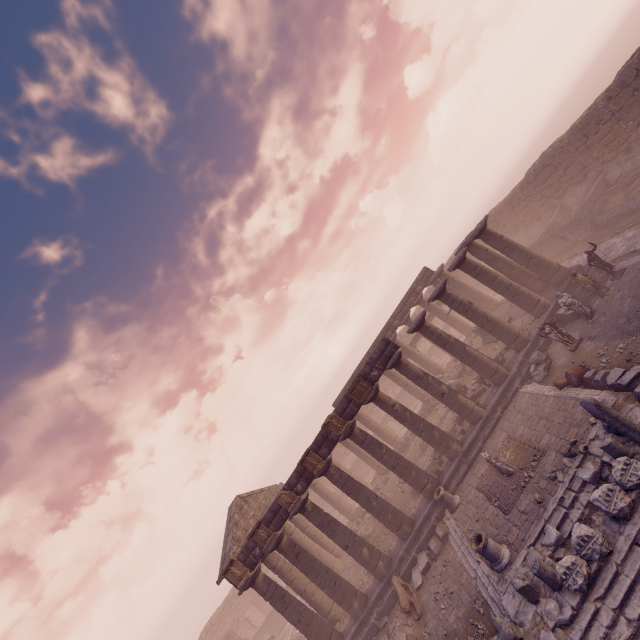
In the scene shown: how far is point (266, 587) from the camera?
16.19m

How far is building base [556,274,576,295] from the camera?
16.92m

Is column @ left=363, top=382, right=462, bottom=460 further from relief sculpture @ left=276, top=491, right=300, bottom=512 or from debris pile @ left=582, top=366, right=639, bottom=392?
debris pile @ left=582, top=366, right=639, bottom=392

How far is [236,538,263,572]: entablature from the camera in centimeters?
1622cm

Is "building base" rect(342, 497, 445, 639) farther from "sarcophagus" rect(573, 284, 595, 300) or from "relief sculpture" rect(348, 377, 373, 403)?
"relief sculpture" rect(348, 377, 373, 403)

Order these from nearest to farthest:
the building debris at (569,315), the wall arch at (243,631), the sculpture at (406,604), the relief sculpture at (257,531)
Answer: the sculpture at (406,604), the building debris at (569,315), the relief sculpture at (257,531), the wall arch at (243,631)

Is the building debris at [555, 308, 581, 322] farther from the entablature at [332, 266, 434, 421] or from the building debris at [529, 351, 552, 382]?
the entablature at [332, 266, 434, 421]

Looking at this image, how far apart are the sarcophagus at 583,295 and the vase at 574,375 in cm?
513
